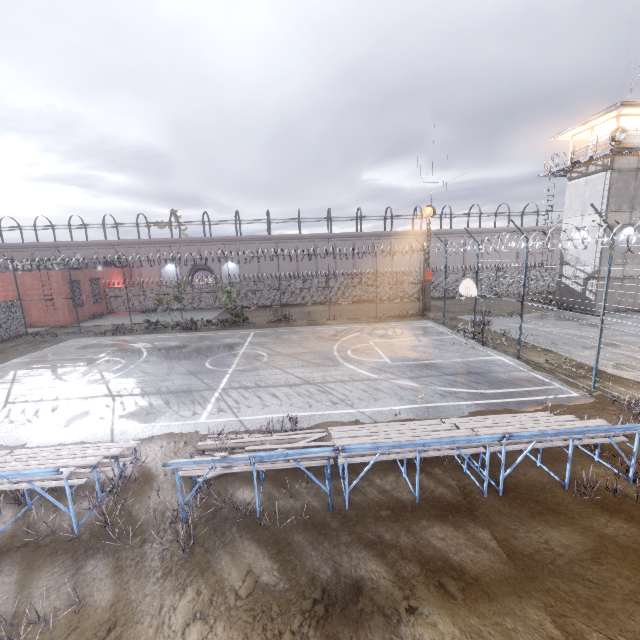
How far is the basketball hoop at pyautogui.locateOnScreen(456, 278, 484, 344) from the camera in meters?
16.7 m

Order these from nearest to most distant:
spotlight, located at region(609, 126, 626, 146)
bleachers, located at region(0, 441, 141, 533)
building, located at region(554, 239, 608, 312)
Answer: bleachers, located at region(0, 441, 141, 533)
spotlight, located at region(609, 126, 626, 146)
building, located at region(554, 239, 608, 312)

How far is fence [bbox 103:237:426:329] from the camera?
27.0m

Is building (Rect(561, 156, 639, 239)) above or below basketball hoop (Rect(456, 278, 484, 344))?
above

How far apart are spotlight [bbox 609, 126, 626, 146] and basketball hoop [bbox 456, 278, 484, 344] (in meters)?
16.38

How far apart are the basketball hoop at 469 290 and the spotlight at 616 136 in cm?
1638

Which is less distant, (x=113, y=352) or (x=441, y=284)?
(x=113, y=352)

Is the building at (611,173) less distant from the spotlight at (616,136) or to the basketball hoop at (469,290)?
the spotlight at (616,136)
